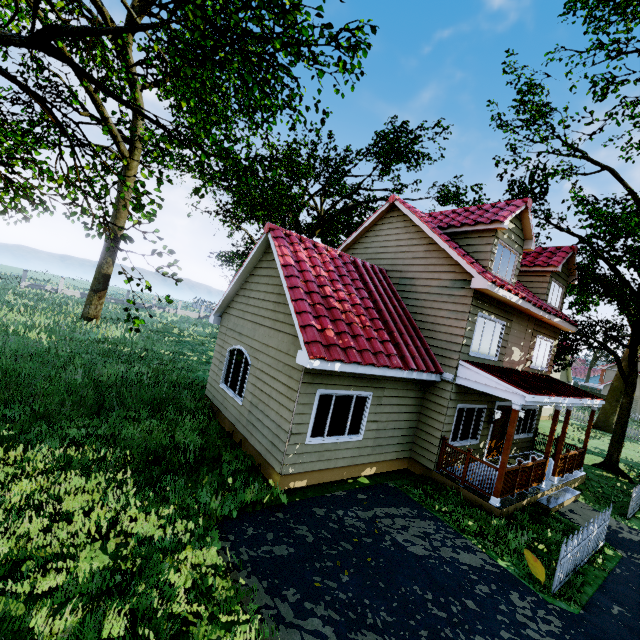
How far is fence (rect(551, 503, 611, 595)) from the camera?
6.3m

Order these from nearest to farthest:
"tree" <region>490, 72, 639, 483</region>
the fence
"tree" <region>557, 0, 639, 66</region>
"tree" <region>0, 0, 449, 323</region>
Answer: "tree" <region>0, 0, 449, 323</region> < the fence < "tree" <region>557, 0, 639, 66</region> < "tree" <region>490, 72, 639, 483</region>

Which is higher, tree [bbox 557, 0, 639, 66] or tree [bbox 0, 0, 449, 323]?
tree [bbox 557, 0, 639, 66]

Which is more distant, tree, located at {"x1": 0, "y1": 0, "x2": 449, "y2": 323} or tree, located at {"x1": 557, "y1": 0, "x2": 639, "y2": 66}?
tree, located at {"x1": 557, "y1": 0, "x2": 639, "y2": 66}

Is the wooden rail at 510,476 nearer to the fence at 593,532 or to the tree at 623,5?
the fence at 593,532

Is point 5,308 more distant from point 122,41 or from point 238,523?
point 238,523

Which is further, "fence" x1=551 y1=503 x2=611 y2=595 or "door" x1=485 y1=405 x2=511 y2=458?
"door" x1=485 y1=405 x2=511 y2=458

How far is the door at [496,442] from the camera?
12.1 meters
